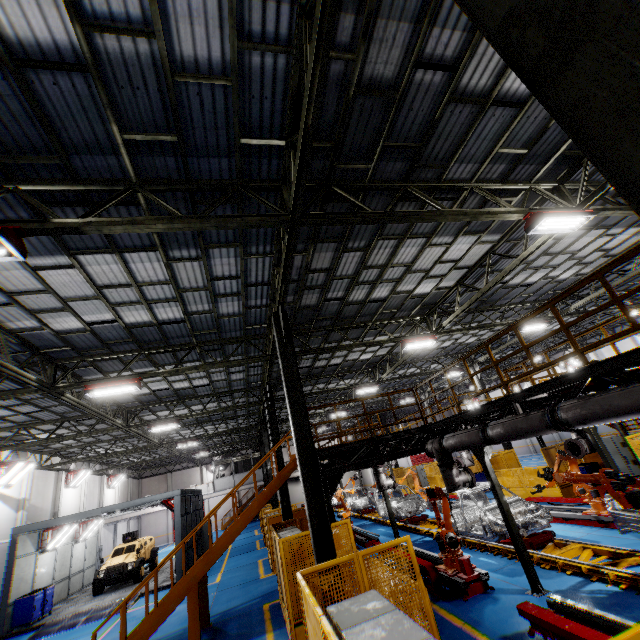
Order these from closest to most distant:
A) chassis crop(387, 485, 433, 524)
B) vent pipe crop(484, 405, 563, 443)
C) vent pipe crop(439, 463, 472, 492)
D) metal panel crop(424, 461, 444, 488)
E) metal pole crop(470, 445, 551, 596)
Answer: vent pipe crop(484, 405, 563, 443)
metal pole crop(470, 445, 551, 596)
vent pipe crop(439, 463, 472, 492)
chassis crop(387, 485, 433, 524)
metal panel crop(424, 461, 444, 488)

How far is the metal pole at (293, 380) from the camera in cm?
704

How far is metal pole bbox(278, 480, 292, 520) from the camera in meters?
13.8 m

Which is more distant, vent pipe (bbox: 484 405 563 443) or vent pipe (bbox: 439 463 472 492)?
vent pipe (bbox: 439 463 472 492)

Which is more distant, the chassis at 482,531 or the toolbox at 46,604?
the toolbox at 46,604

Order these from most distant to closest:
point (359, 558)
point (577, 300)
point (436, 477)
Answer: point (436, 477) → point (577, 300) → point (359, 558)

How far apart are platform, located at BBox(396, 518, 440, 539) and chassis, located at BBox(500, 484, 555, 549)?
0.0m

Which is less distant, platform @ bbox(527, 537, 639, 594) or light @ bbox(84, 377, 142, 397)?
platform @ bbox(527, 537, 639, 594)
